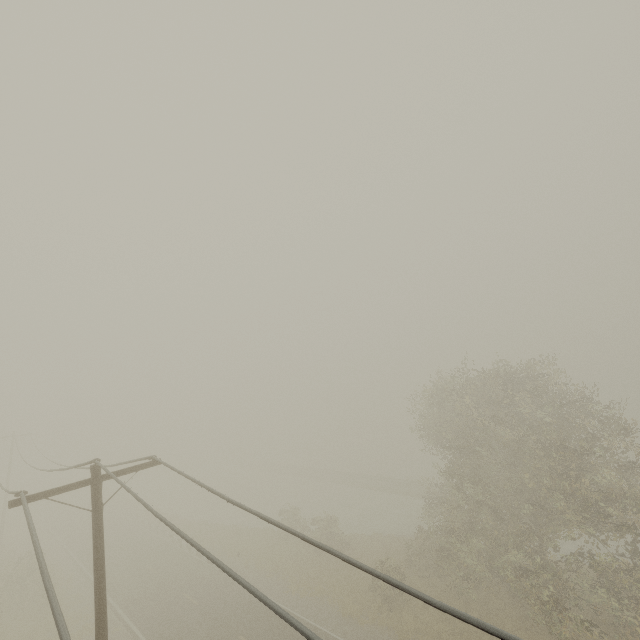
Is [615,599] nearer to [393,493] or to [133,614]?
[133,614]
